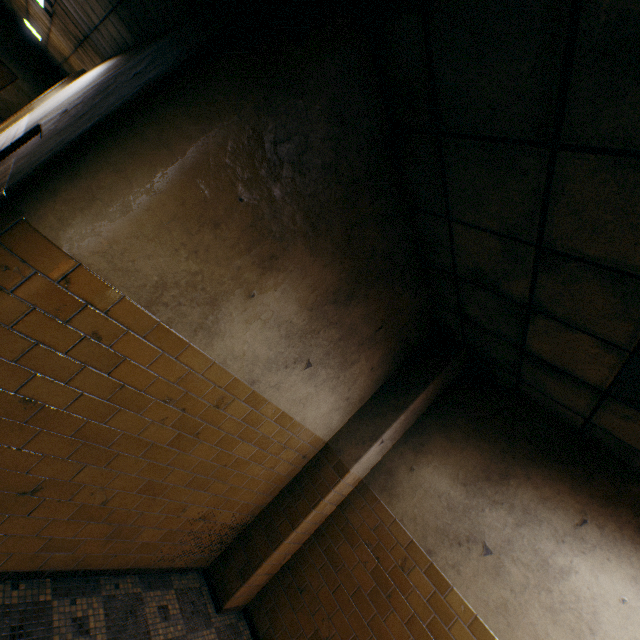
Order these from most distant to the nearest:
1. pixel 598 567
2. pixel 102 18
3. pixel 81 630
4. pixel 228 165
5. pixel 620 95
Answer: pixel 102 18 → pixel 598 567 → pixel 81 630 → pixel 228 165 → pixel 620 95

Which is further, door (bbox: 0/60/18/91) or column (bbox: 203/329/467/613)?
door (bbox: 0/60/18/91)

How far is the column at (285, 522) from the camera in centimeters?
351cm

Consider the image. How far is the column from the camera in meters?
3.5 m

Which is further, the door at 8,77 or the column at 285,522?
the door at 8,77
